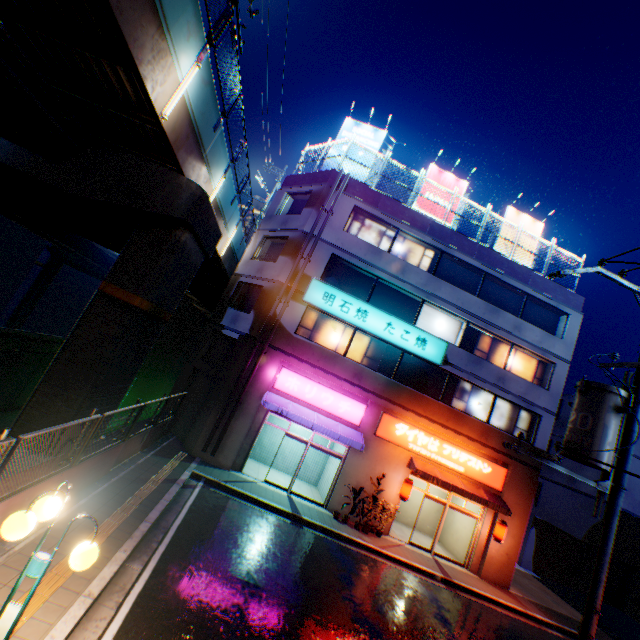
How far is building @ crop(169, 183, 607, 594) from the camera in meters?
15.2 m

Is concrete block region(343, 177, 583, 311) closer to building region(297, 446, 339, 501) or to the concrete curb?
building region(297, 446, 339, 501)

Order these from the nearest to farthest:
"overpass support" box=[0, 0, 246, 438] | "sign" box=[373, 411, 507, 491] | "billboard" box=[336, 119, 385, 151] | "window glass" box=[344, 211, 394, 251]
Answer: "overpass support" box=[0, 0, 246, 438] < "sign" box=[373, 411, 507, 491] < "window glass" box=[344, 211, 394, 251] < "billboard" box=[336, 119, 385, 151]

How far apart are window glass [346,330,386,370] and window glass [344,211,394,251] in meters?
4.4 m

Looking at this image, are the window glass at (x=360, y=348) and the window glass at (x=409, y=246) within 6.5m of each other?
yes

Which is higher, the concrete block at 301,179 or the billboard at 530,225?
the billboard at 530,225

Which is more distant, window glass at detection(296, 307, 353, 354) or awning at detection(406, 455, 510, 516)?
window glass at detection(296, 307, 353, 354)

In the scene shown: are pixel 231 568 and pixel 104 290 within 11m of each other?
yes
